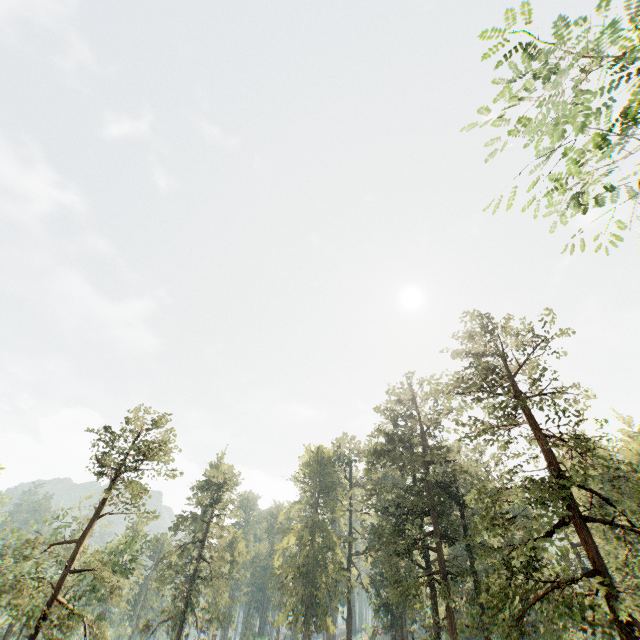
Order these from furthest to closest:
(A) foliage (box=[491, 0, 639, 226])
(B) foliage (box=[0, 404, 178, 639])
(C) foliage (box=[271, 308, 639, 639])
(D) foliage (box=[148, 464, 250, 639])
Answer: (D) foliage (box=[148, 464, 250, 639]), (B) foliage (box=[0, 404, 178, 639]), (C) foliage (box=[271, 308, 639, 639]), (A) foliage (box=[491, 0, 639, 226])

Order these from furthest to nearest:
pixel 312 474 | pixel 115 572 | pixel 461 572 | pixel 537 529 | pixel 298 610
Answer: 1. pixel 312 474
2. pixel 461 572
3. pixel 298 610
4. pixel 115 572
5. pixel 537 529

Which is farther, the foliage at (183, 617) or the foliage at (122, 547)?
the foliage at (183, 617)

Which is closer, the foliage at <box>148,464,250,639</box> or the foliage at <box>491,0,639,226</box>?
the foliage at <box>491,0,639,226</box>

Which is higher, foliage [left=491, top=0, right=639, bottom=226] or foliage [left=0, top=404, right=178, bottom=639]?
foliage [left=491, top=0, right=639, bottom=226]
